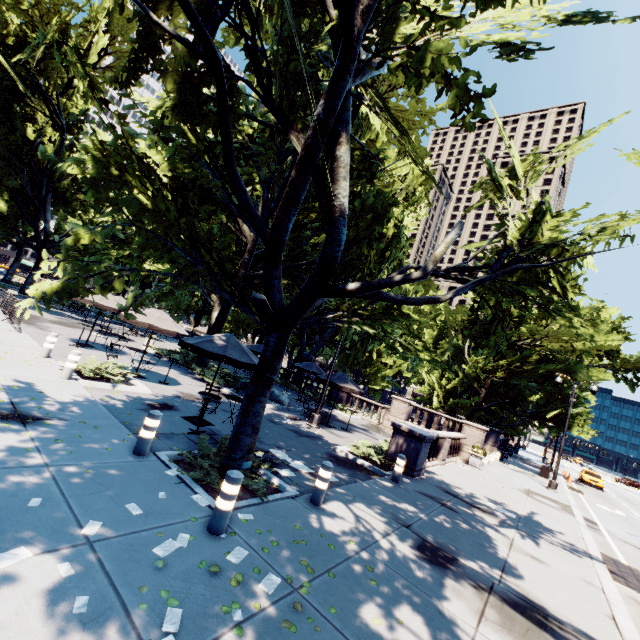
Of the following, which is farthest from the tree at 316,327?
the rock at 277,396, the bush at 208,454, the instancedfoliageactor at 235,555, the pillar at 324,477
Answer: the rock at 277,396

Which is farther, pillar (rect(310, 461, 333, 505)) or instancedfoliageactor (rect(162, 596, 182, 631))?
pillar (rect(310, 461, 333, 505))

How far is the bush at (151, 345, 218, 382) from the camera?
18.2 meters

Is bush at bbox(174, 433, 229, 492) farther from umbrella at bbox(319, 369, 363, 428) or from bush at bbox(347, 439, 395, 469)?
umbrella at bbox(319, 369, 363, 428)

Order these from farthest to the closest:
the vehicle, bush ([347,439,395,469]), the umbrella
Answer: the vehicle → the umbrella → bush ([347,439,395,469])

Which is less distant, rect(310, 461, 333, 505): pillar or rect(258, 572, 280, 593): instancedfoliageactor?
rect(258, 572, 280, 593): instancedfoliageactor

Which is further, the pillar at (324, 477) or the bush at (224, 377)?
the bush at (224, 377)

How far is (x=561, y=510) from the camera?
15.2m
